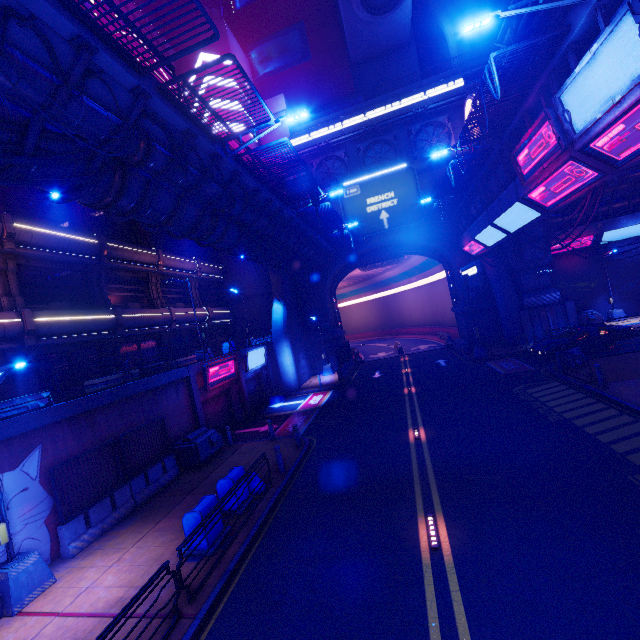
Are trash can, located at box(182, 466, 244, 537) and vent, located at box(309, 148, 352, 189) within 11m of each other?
no

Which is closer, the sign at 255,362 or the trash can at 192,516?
the trash can at 192,516

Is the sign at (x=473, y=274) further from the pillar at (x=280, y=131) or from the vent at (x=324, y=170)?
the pillar at (x=280, y=131)

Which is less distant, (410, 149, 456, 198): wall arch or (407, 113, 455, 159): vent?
(410, 149, 456, 198): wall arch

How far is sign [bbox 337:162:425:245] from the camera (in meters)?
30.56

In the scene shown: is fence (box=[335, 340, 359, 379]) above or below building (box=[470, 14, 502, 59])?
below

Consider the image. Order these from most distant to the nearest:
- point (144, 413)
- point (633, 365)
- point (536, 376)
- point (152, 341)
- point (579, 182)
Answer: point (152, 341)
point (536, 376)
point (633, 365)
point (144, 413)
point (579, 182)

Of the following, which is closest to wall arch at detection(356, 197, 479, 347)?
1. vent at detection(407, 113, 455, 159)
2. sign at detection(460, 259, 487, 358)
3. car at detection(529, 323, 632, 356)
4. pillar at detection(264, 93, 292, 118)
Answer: vent at detection(407, 113, 455, 159)
